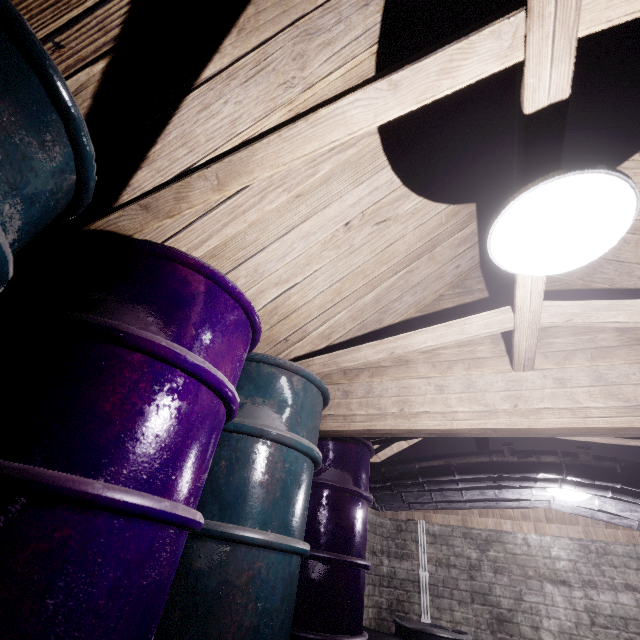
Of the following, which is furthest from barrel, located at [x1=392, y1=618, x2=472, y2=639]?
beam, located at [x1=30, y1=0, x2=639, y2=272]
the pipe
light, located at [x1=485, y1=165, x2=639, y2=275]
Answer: light, located at [x1=485, y1=165, x2=639, y2=275]

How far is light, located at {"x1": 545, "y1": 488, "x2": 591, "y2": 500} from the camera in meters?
2.6

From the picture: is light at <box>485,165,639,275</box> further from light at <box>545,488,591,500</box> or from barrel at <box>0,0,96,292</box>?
light at <box>545,488,591,500</box>

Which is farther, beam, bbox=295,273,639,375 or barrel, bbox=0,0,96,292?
beam, bbox=295,273,639,375

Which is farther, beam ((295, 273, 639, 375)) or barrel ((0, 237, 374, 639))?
beam ((295, 273, 639, 375))

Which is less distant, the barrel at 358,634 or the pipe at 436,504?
the barrel at 358,634

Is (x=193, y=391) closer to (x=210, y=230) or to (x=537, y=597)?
(x=210, y=230)

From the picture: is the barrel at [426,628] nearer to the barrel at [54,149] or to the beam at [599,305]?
the beam at [599,305]
